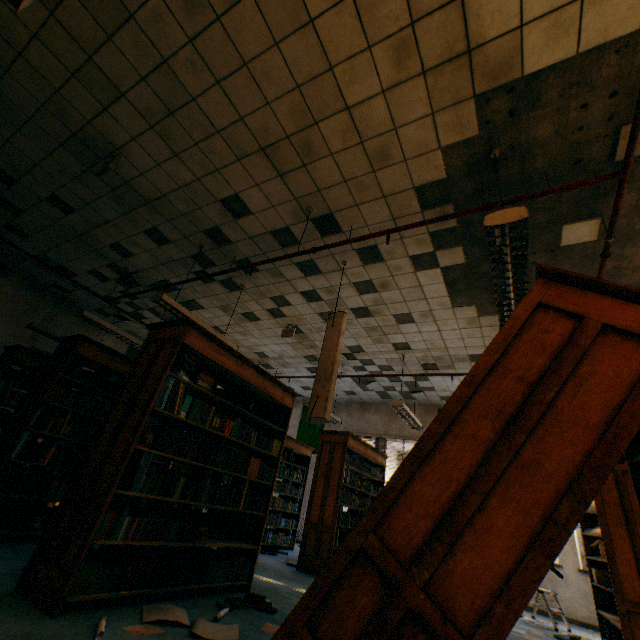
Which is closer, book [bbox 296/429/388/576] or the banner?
book [bbox 296/429/388/576]

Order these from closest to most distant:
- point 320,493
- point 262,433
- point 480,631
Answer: point 480,631
point 262,433
point 320,493

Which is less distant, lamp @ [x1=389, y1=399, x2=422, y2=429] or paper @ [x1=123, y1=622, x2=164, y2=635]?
paper @ [x1=123, y1=622, x2=164, y2=635]

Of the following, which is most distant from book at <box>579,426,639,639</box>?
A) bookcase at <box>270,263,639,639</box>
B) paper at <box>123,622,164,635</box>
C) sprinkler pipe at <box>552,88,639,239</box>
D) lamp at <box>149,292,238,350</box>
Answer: lamp at <box>149,292,238,350</box>

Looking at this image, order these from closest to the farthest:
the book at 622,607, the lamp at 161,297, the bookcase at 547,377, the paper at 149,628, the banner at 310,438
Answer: the bookcase at 547,377, the paper at 149,628, the book at 622,607, the lamp at 161,297, the banner at 310,438

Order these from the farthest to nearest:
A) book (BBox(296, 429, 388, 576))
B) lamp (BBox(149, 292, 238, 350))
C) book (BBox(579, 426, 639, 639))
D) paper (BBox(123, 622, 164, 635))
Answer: book (BBox(296, 429, 388, 576))
lamp (BBox(149, 292, 238, 350))
book (BBox(579, 426, 639, 639))
paper (BBox(123, 622, 164, 635))

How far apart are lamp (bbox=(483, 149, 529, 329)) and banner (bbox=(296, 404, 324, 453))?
7.9 meters

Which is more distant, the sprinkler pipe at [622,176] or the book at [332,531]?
the book at [332,531]
